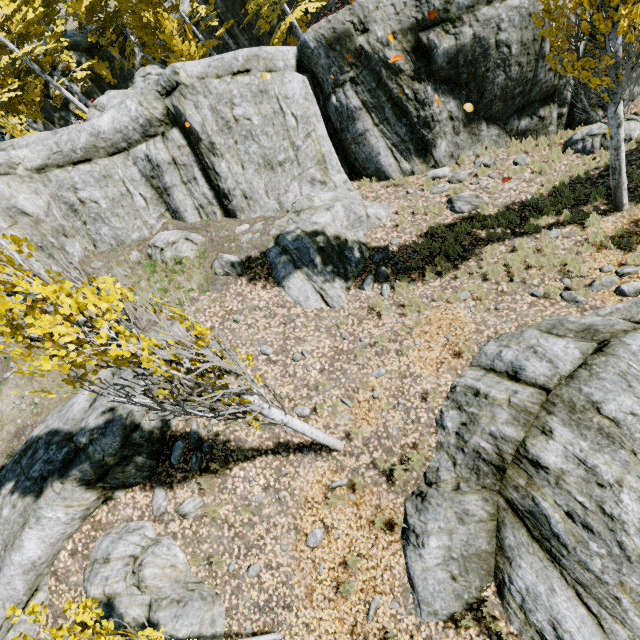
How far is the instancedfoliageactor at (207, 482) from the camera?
7.3 meters

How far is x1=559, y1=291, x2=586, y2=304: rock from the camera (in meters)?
7.70

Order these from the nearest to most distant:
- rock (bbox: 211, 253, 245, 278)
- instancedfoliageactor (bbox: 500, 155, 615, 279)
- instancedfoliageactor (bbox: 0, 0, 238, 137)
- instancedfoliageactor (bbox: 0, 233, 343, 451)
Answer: instancedfoliageactor (bbox: 0, 233, 343, 451) → instancedfoliageactor (bbox: 500, 155, 615, 279) → rock (bbox: 211, 253, 245, 278) → instancedfoliageactor (bbox: 0, 0, 238, 137)

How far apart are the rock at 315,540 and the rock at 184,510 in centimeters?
251cm

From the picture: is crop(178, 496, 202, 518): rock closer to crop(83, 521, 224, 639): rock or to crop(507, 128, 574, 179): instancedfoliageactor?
crop(83, 521, 224, 639): rock

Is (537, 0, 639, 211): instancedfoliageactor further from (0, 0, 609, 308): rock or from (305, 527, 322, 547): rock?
(305, 527, 322, 547): rock

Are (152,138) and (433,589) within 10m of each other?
no

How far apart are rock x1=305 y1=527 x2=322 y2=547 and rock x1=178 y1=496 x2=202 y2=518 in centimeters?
251cm
